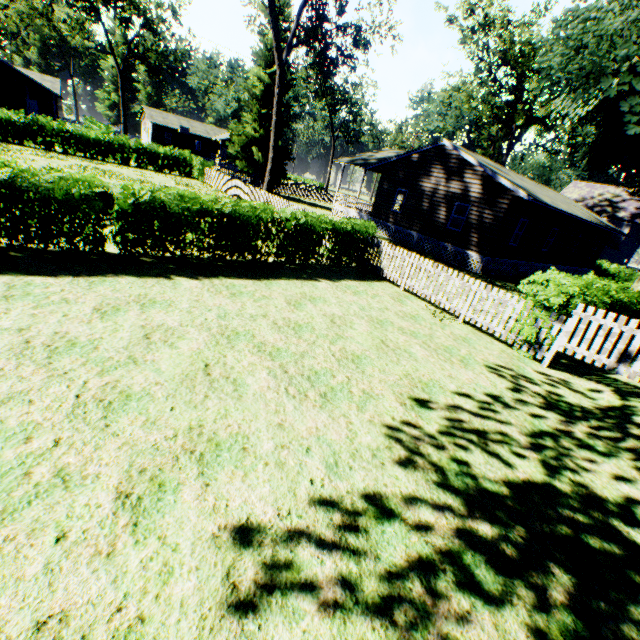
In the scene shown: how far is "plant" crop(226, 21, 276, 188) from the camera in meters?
29.2 m

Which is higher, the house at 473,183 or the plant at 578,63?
the plant at 578,63

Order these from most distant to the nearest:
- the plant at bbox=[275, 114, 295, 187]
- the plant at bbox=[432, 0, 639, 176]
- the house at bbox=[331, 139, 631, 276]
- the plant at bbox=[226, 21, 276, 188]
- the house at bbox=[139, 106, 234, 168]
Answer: the house at bbox=[139, 106, 234, 168]
the plant at bbox=[275, 114, 295, 187]
the plant at bbox=[226, 21, 276, 188]
the house at bbox=[331, 139, 631, 276]
the plant at bbox=[432, 0, 639, 176]

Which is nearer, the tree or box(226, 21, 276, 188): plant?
box(226, 21, 276, 188): plant

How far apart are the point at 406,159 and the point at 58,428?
24.4m

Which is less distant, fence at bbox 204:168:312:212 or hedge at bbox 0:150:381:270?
hedge at bbox 0:150:381:270

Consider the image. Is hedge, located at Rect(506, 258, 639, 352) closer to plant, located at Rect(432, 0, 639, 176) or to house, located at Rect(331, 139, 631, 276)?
house, located at Rect(331, 139, 631, 276)

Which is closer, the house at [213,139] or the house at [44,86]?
the house at [44,86]
